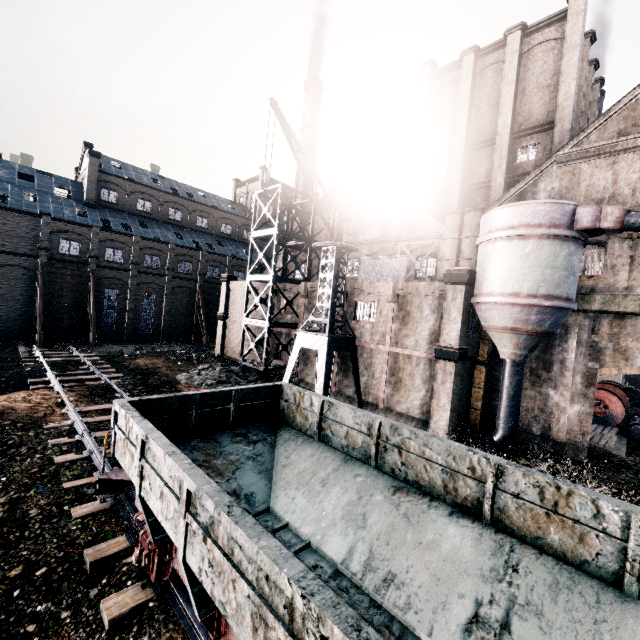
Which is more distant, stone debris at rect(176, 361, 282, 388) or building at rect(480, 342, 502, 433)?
stone debris at rect(176, 361, 282, 388)

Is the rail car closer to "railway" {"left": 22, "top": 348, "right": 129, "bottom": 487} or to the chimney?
"railway" {"left": 22, "top": 348, "right": 129, "bottom": 487}

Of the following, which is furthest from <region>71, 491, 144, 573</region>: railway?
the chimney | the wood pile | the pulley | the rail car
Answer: the pulley

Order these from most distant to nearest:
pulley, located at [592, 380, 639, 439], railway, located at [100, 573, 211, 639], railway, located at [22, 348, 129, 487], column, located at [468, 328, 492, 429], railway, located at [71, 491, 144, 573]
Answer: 1. pulley, located at [592, 380, 639, 439]
2. column, located at [468, 328, 492, 429]
3. railway, located at [22, 348, 129, 487]
4. railway, located at [71, 491, 144, 573]
5. railway, located at [100, 573, 211, 639]

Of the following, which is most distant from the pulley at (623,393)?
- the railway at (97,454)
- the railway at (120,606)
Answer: the railway at (120,606)

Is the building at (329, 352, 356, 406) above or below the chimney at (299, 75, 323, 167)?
below

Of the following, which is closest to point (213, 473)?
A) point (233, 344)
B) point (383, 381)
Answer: point (383, 381)

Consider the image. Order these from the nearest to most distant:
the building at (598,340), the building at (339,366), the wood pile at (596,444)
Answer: the building at (598,340)
the wood pile at (596,444)
the building at (339,366)
